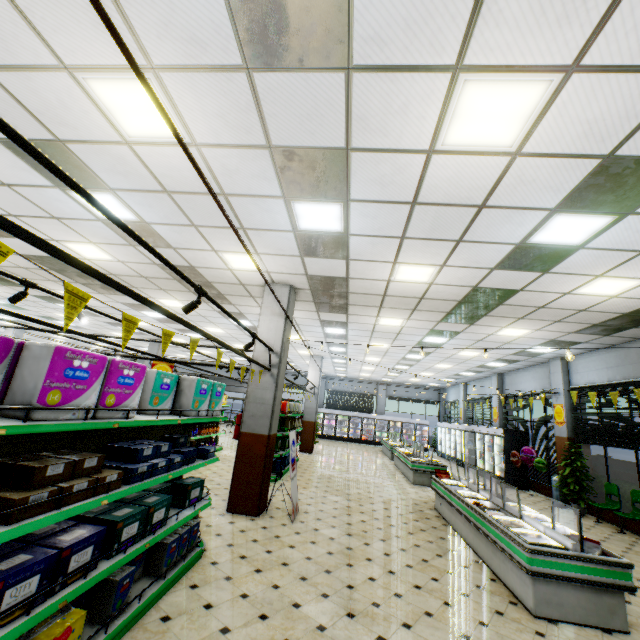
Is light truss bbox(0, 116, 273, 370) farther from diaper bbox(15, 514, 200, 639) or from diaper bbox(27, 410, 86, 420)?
diaper bbox(15, 514, 200, 639)

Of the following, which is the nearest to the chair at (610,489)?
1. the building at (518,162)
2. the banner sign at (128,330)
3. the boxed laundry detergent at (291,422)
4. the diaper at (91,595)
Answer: the building at (518,162)

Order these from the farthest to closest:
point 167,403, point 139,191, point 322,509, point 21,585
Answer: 1. point 322,509
2. point 139,191
3. point 167,403
4. point 21,585

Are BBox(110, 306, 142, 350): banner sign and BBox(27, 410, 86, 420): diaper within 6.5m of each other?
yes

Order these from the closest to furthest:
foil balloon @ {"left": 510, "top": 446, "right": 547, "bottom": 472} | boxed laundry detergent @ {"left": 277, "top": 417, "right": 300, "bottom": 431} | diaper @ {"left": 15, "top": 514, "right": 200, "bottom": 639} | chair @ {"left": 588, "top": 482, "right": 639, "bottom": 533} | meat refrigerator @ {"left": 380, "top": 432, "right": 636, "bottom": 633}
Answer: diaper @ {"left": 15, "top": 514, "right": 200, "bottom": 639}
meat refrigerator @ {"left": 380, "top": 432, "right": 636, "bottom": 633}
chair @ {"left": 588, "top": 482, "right": 639, "bottom": 533}
boxed laundry detergent @ {"left": 277, "top": 417, "right": 300, "bottom": 431}
foil balloon @ {"left": 510, "top": 446, "right": 547, "bottom": 472}

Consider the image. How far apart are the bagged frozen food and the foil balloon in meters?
8.7 m

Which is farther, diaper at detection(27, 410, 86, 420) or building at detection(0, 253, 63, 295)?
building at detection(0, 253, 63, 295)

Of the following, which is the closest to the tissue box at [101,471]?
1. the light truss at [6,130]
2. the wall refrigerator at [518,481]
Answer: the light truss at [6,130]
